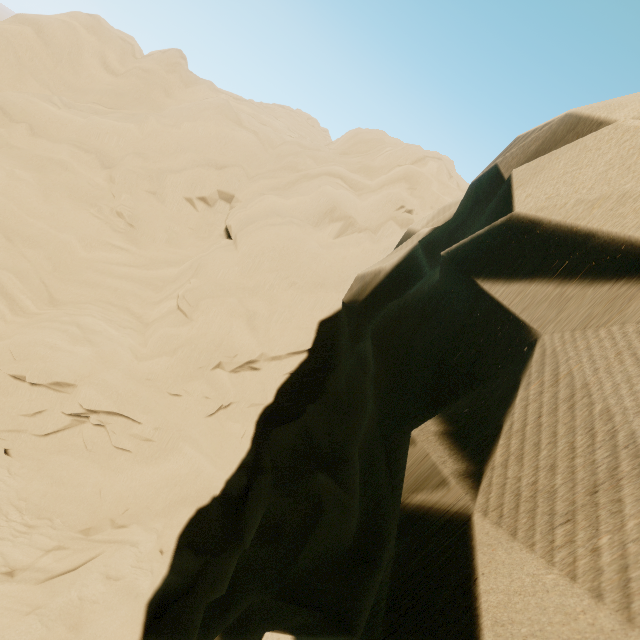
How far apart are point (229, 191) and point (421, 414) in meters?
12.4 m
